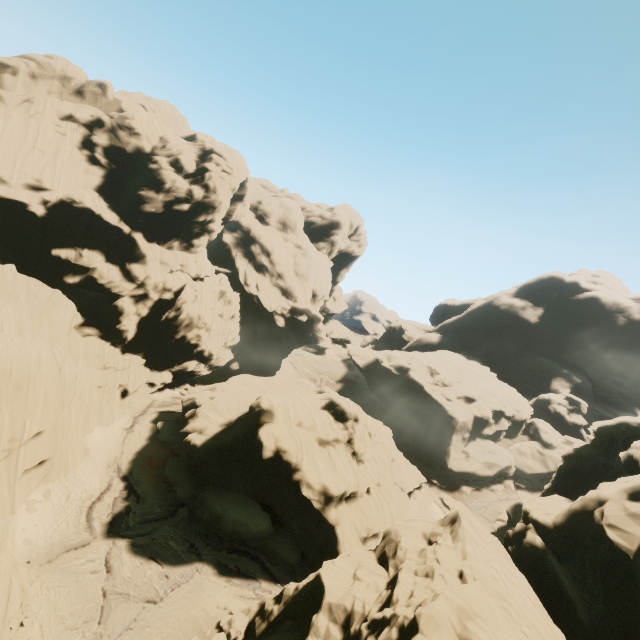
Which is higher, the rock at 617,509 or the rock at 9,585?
the rock at 617,509

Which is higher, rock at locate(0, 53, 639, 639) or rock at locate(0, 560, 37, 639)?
rock at locate(0, 53, 639, 639)

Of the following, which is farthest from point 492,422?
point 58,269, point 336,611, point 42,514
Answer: point 58,269
